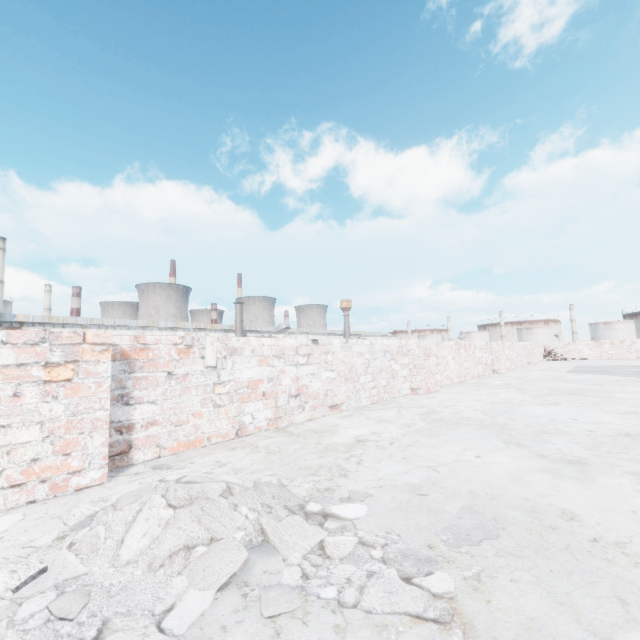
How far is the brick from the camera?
13.54m

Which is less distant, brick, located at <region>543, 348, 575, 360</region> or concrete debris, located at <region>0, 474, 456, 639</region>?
concrete debris, located at <region>0, 474, 456, 639</region>

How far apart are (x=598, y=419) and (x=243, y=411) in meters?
3.0 m

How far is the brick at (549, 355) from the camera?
13.5m

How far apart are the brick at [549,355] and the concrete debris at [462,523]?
15.30m

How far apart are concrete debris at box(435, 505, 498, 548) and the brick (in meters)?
15.30

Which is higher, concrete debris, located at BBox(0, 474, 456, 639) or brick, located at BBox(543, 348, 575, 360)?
brick, located at BBox(543, 348, 575, 360)
